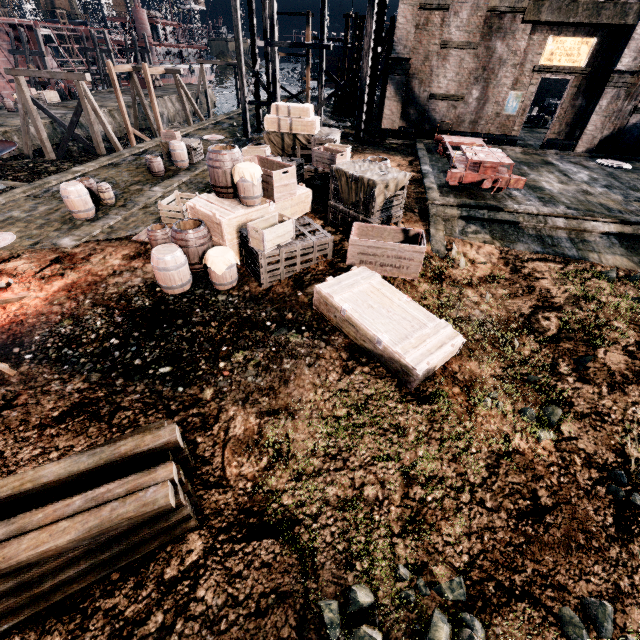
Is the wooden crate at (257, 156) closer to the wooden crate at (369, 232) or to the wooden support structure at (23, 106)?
the wooden crate at (369, 232)

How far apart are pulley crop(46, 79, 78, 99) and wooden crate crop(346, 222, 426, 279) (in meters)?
45.87

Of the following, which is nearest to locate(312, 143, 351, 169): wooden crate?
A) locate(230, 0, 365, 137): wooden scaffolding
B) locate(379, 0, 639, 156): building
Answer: locate(230, 0, 365, 137): wooden scaffolding

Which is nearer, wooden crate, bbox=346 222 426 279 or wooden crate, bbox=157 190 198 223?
wooden crate, bbox=346 222 426 279

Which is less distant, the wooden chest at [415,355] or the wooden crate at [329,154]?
the wooden chest at [415,355]

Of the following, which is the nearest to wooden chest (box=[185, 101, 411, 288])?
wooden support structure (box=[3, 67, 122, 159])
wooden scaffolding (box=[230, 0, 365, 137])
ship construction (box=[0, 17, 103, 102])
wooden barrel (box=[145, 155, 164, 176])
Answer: wooden barrel (box=[145, 155, 164, 176])

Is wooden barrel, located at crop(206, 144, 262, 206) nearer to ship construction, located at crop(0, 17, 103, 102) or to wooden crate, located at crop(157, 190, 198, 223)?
wooden crate, located at crop(157, 190, 198, 223)

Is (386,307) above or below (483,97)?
below
